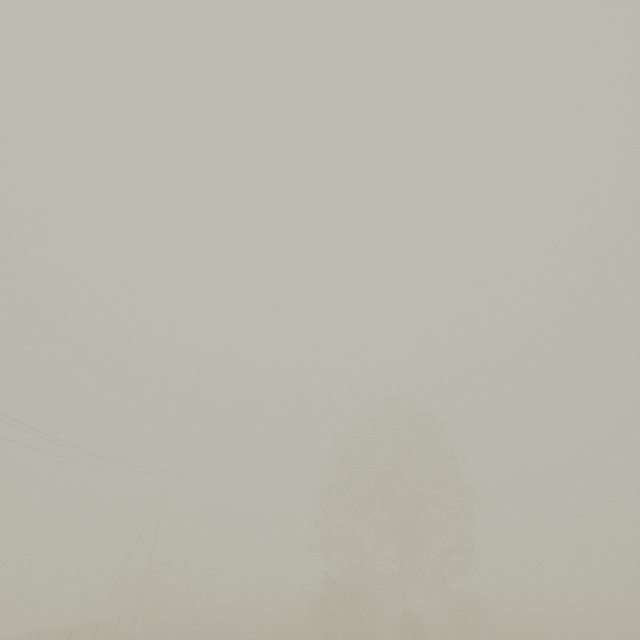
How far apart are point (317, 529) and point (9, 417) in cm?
2621
